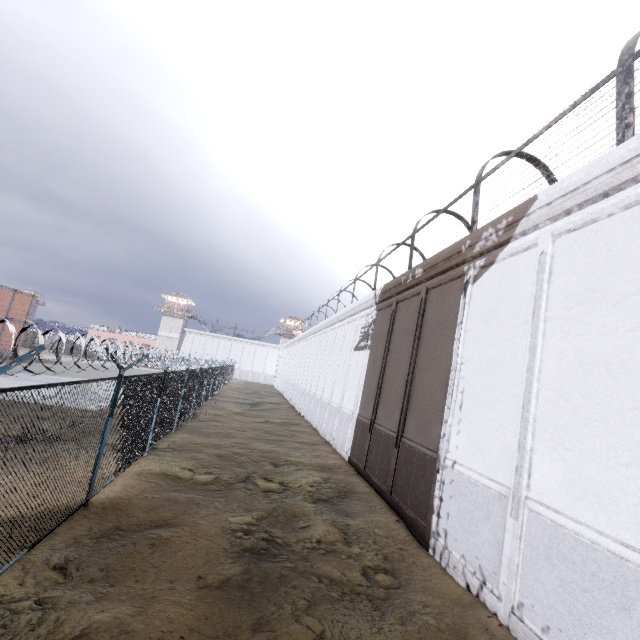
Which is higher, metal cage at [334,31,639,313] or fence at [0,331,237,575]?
metal cage at [334,31,639,313]

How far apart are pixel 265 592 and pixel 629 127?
10.4m

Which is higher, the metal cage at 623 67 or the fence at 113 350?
the metal cage at 623 67
